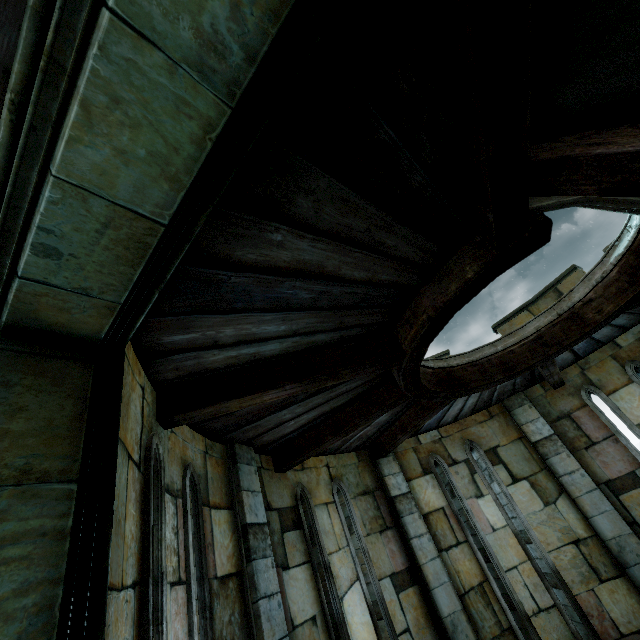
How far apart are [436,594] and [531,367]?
4.10m
